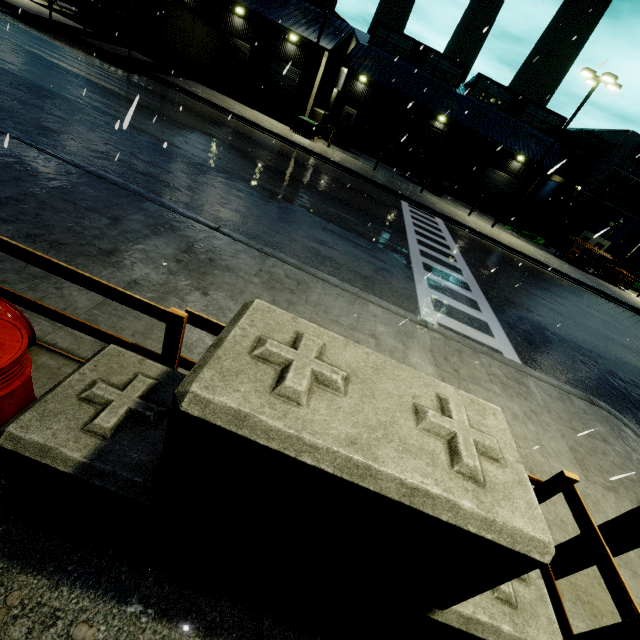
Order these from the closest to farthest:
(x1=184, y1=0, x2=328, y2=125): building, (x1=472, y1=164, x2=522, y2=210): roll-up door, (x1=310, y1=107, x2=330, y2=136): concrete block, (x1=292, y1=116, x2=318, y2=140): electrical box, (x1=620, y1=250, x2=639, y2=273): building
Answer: (x1=292, y1=116, x2=318, y2=140): electrical box → (x1=184, y1=0, x2=328, y2=125): building → (x1=310, y1=107, x2=330, y2=136): concrete block → (x1=620, y1=250, x2=639, y2=273): building → (x1=472, y1=164, x2=522, y2=210): roll-up door

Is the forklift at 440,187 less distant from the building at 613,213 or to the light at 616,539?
the building at 613,213

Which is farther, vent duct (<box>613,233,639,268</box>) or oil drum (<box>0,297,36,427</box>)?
vent duct (<box>613,233,639,268</box>)

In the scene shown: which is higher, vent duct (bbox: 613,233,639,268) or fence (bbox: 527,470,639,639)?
vent duct (bbox: 613,233,639,268)

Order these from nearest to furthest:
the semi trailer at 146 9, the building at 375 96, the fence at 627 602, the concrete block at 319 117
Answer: the fence at 627 602
the semi trailer at 146 9
the concrete block at 319 117
the building at 375 96

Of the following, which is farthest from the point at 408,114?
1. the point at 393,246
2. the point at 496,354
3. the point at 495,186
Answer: the point at 496,354

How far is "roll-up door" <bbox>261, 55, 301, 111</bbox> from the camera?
29.2 meters

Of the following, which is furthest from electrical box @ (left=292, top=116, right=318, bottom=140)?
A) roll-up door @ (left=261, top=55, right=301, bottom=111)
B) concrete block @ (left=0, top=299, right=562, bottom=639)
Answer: concrete block @ (left=0, top=299, right=562, bottom=639)
